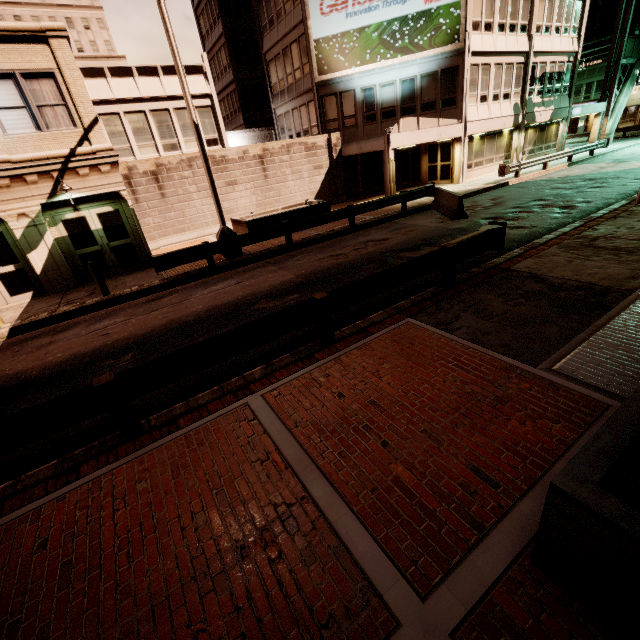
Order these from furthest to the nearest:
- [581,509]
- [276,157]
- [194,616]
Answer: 1. [276,157]
2. [194,616]
3. [581,509]

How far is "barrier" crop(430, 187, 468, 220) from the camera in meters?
13.9 m

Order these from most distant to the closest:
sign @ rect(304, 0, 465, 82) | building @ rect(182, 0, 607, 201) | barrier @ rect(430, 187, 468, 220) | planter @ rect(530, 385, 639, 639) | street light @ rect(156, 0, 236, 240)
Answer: building @ rect(182, 0, 607, 201)
sign @ rect(304, 0, 465, 82)
barrier @ rect(430, 187, 468, 220)
street light @ rect(156, 0, 236, 240)
planter @ rect(530, 385, 639, 639)

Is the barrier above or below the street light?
below

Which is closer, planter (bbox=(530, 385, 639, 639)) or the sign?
planter (bbox=(530, 385, 639, 639))

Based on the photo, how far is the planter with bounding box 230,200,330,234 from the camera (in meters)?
16.06

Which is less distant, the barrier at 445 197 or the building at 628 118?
the barrier at 445 197

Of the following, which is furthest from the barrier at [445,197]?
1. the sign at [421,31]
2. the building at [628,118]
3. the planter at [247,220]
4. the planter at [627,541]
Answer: the building at [628,118]
